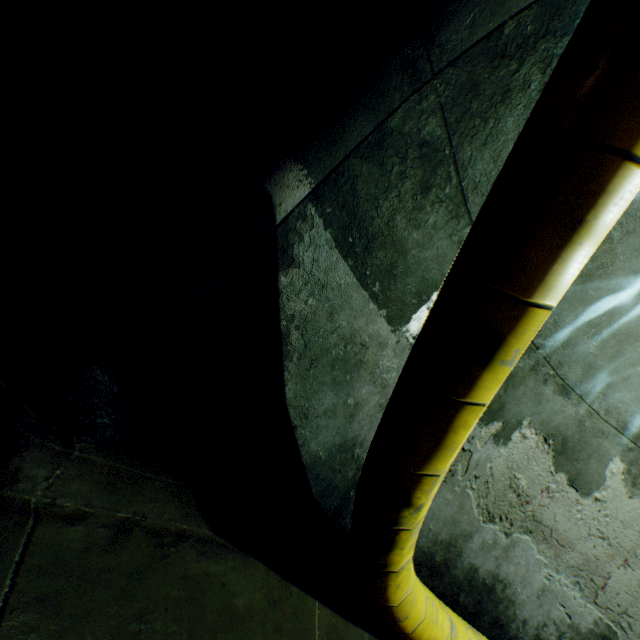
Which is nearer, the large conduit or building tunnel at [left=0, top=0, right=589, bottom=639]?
the large conduit

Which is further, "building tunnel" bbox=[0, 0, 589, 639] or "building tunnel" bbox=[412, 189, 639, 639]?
"building tunnel" bbox=[412, 189, 639, 639]

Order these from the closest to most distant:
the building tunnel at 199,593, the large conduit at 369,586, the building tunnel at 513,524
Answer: the large conduit at 369,586
the building tunnel at 199,593
the building tunnel at 513,524

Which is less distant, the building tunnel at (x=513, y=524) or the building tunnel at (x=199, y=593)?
the building tunnel at (x=199, y=593)

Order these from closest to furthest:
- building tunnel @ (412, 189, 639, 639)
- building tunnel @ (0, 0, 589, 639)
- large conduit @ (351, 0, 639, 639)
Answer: large conduit @ (351, 0, 639, 639), building tunnel @ (0, 0, 589, 639), building tunnel @ (412, 189, 639, 639)

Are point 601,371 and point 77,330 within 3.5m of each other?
no
